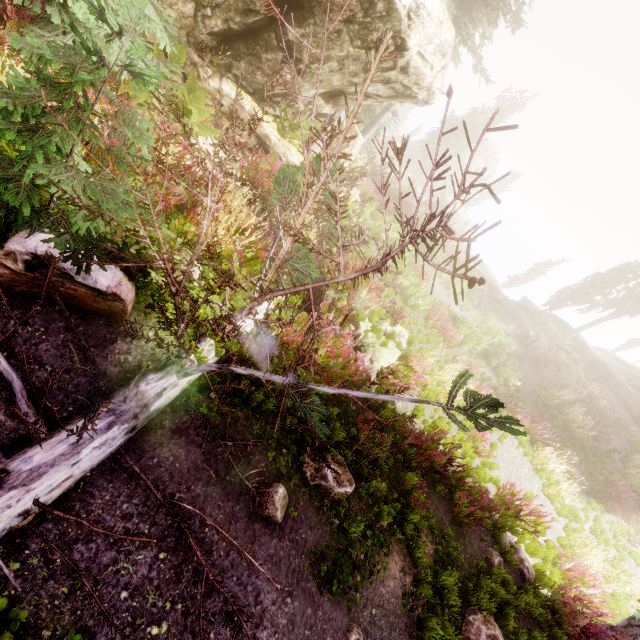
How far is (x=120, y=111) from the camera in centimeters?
292cm

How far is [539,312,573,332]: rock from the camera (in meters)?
30.92

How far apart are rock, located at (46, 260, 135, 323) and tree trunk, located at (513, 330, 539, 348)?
22.3 meters

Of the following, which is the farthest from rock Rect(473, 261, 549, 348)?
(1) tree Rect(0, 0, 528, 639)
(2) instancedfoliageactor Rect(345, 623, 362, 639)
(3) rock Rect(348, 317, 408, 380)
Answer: (2) instancedfoliageactor Rect(345, 623, 362, 639)

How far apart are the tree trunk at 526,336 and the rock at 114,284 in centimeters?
2226cm

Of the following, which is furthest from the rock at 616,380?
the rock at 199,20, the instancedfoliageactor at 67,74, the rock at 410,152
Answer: the rock at 410,152

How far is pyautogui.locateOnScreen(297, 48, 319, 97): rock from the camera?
6.57m
